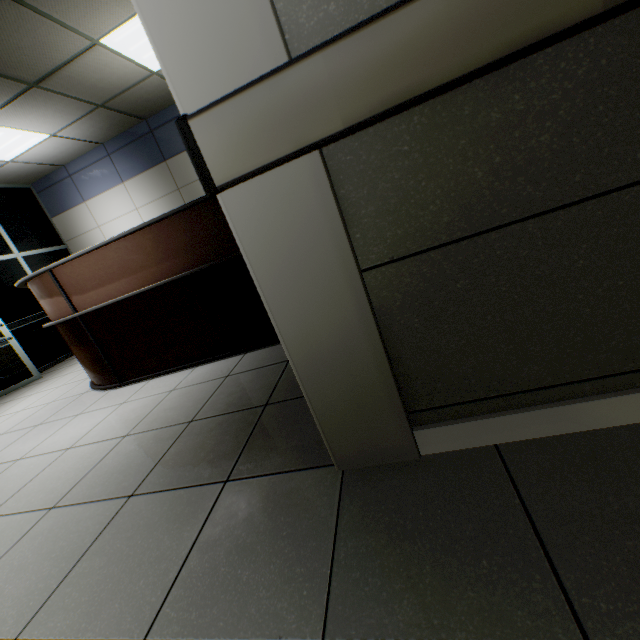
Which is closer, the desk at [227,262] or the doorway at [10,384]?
the desk at [227,262]

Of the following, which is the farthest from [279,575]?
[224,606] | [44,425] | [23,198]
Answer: [23,198]

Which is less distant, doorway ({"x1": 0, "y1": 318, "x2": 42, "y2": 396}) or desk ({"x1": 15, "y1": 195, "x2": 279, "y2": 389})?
desk ({"x1": 15, "y1": 195, "x2": 279, "y2": 389})

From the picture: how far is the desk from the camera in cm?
238

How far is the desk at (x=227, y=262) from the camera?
2.4 meters
